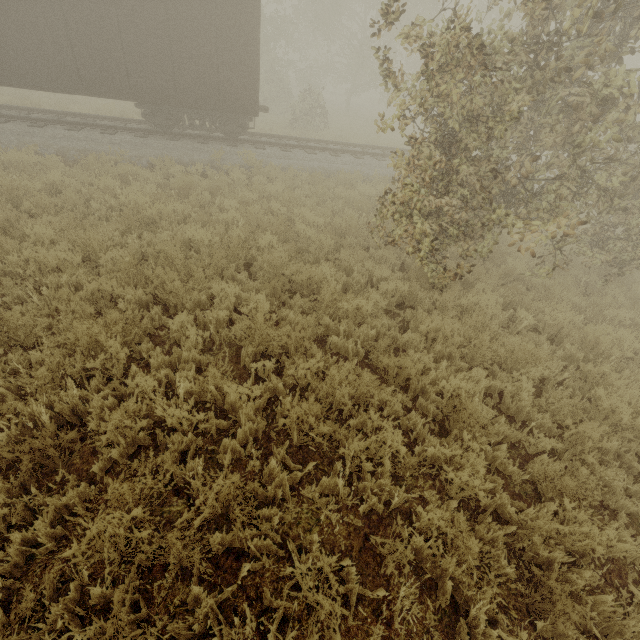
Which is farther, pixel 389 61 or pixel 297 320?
pixel 389 61
